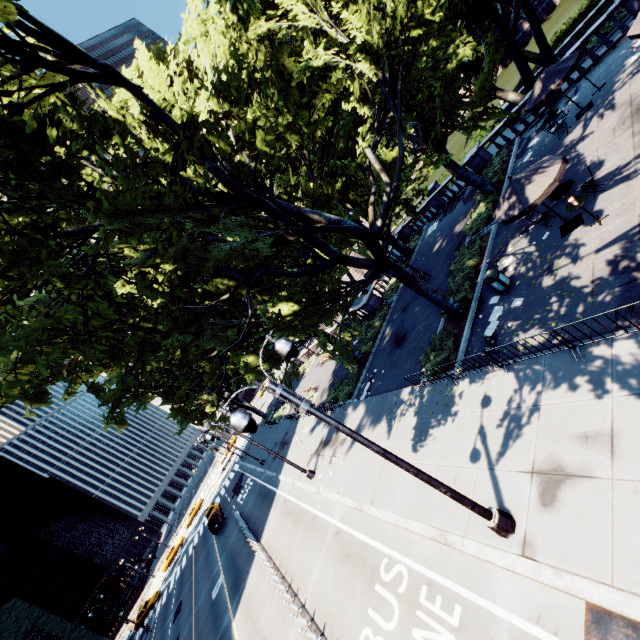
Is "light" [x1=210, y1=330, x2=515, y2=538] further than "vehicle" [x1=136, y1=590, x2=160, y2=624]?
No

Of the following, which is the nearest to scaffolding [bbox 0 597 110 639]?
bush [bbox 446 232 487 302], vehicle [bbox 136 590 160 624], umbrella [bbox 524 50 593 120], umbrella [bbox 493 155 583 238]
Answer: vehicle [bbox 136 590 160 624]

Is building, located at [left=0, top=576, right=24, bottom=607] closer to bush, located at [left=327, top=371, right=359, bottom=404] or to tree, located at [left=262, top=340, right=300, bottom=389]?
tree, located at [left=262, top=340, right=300, bottom=389]

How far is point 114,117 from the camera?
11.3m

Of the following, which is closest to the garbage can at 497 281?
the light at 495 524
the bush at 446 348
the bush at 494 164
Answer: the bush at 446 348

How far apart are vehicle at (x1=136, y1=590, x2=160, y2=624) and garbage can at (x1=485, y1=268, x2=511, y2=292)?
59.3 meters

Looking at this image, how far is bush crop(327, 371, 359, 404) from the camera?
23.0 meters

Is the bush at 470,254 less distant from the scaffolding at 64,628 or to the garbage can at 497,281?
the garbage can at 497,281
